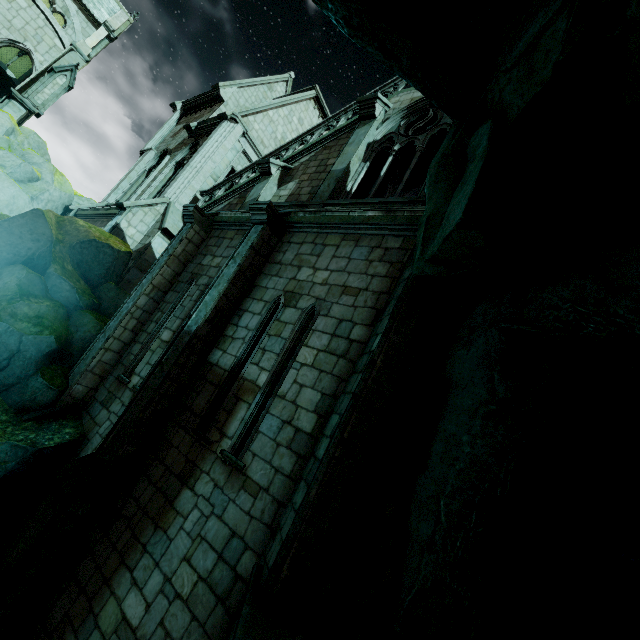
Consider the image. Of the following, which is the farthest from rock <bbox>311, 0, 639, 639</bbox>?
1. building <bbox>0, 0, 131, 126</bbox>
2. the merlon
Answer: the merlon

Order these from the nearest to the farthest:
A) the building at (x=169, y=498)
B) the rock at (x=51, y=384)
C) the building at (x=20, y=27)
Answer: the building at (x=169, y=498) → the rock at (x=51, y=384) → the building at (x=20, y=27)

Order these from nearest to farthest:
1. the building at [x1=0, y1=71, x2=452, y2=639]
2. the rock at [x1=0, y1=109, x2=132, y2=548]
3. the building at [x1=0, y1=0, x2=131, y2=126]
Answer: the building at [x1=0, y1=71, x2=452, y2=639], the rock at [x1=0, y1=109, x2=132, y2=548], the building at [x1=0, y1=0, x2=131, y2=126]

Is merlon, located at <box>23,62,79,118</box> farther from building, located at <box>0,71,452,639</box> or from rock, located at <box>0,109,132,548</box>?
rock, located at <box>0,109,132,548</box>

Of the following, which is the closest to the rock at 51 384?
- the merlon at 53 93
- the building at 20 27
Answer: the building at 20 27

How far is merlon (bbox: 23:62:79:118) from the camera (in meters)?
16.33

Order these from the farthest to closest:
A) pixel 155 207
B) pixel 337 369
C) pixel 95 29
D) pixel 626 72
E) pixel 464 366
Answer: pixel 95 29
pixel 155 207
pixel 337 369
pixel 464 366
pixel 626 72

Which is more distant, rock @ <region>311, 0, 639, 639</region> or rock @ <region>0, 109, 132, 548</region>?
rock @ <region>0, 109, 132, 548</region>
